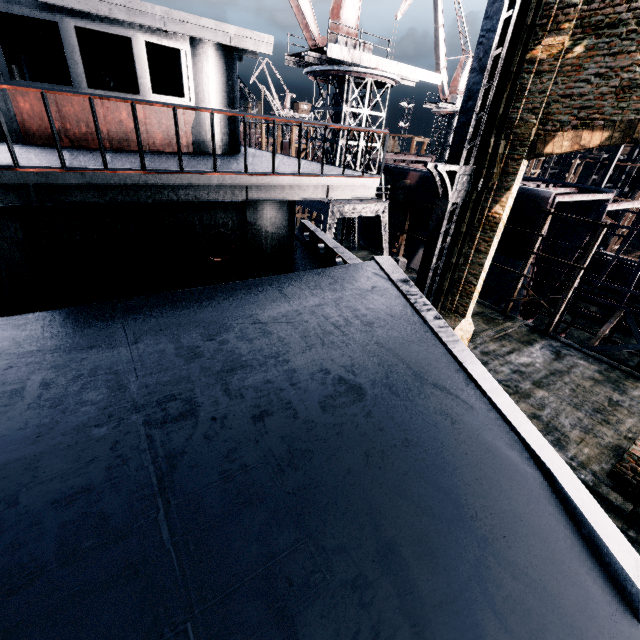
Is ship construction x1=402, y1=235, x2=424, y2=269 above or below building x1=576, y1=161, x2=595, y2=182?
below

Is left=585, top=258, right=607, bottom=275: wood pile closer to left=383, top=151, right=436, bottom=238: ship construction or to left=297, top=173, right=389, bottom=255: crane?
left=383, top=151, right=436, bottom=238: ship construction

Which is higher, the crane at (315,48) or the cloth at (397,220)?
the crane at (315,48)

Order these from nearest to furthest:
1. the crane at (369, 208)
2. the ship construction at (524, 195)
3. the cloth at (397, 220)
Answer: the ship construction at (524, 195)
the crane at (369, 208)
the cloth at (397, 220)

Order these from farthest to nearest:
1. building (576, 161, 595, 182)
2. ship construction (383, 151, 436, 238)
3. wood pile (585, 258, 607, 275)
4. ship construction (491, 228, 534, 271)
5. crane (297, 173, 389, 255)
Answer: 1. building (576, 161, 595, 182)
2. wood pile (585, 258, 607, 275)
3. ship construction (383, 151, 436, 238)
4. crane (297, 173, 389, 255)
5. ship construction (491, 228, 534, 271)

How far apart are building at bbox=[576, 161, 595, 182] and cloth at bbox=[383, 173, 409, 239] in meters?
47.1 m

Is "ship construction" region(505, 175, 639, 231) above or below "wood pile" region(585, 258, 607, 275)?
above

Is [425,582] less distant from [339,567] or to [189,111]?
[339,567]
